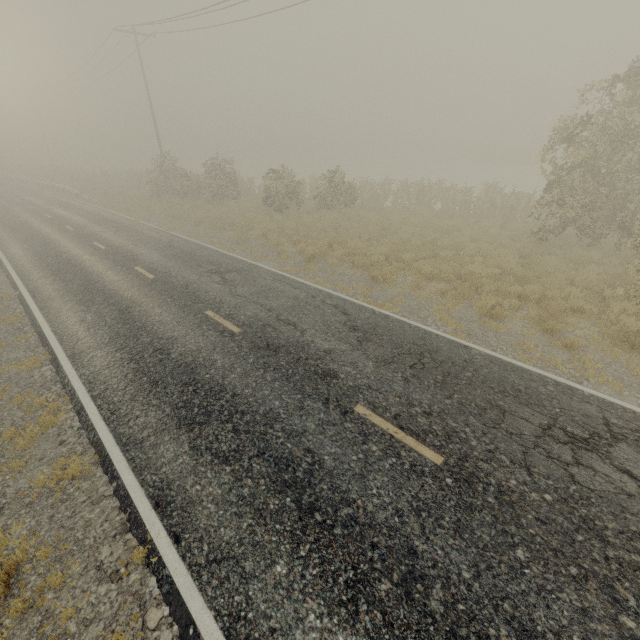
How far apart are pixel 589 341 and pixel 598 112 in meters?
10.0 m
